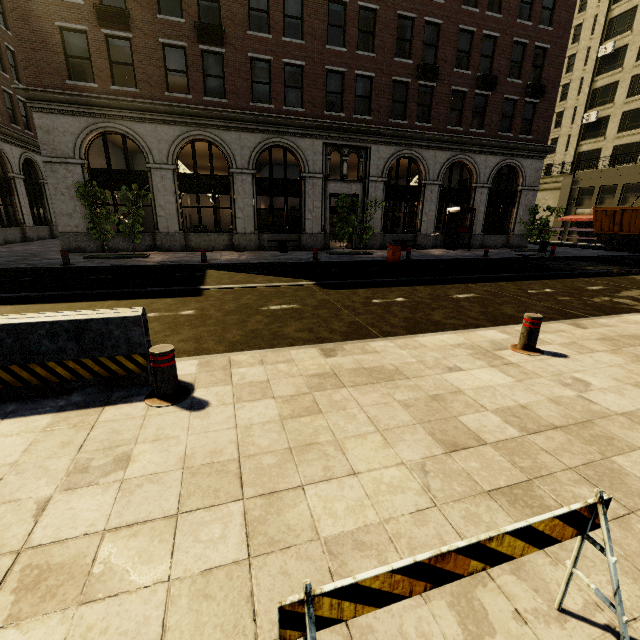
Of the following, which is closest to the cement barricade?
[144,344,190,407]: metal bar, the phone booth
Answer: Answer: [144,344,190,407]: metal bar

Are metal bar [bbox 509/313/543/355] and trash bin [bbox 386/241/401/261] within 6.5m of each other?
no

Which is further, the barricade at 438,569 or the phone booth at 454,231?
the phone booth at 454,231

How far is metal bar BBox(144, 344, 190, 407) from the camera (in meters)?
3.22

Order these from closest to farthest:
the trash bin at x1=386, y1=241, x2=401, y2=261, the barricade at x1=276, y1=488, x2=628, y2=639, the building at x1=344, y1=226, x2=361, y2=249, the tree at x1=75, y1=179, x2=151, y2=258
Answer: the barricade at x1=276, y1=488, x2=628, y2=639
the tree at x1=75, y1=179, x2=151, y2=258
the trash bin at x1=386, y1=241, x2=401, y2=261
the building at x1=344, y1=226, x2=361, y2=249

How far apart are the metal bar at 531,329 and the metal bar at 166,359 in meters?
4.6

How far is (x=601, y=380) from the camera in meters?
4.0

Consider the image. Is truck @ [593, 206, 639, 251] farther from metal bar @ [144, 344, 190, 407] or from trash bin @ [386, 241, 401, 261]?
metal bar @ [144, 344, 190, 407]
